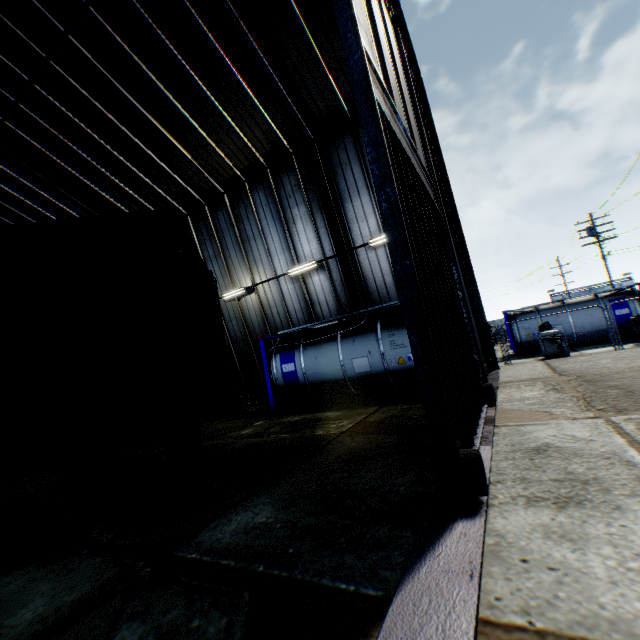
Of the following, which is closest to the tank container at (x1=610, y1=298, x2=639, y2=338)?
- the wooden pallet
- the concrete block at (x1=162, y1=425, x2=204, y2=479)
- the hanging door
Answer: the hanging door

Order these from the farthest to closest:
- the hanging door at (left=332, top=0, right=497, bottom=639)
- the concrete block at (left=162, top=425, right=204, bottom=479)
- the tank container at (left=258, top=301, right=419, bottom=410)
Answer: the tank container at (left=258, top=301, right=419, bottom=410), the concrete block at (left=162, top=425, right=204, bottom=479), the hanging door at (left=332, top=0, right=497, bottom=639)

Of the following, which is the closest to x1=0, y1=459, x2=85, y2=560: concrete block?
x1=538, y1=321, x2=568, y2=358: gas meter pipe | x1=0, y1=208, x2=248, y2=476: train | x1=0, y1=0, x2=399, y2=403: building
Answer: x1=0, y1=208, x2=248, y2=476: train

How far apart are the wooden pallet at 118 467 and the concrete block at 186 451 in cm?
20

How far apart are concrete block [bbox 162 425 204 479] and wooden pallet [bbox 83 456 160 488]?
0.2 meters

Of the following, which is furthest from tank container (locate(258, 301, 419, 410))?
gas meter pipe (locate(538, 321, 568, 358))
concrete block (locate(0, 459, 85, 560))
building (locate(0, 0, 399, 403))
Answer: concrete block (locate(0, 459, 85, 560))

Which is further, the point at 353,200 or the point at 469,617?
the point at 353,200

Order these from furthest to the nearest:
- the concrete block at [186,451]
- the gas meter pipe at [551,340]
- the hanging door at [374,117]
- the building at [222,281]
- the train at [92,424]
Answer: the gas meter pipe at [551,340], the building at [222,281], the concrete block at [186,451], the train at [92,424], the hanging door at [374,117]
